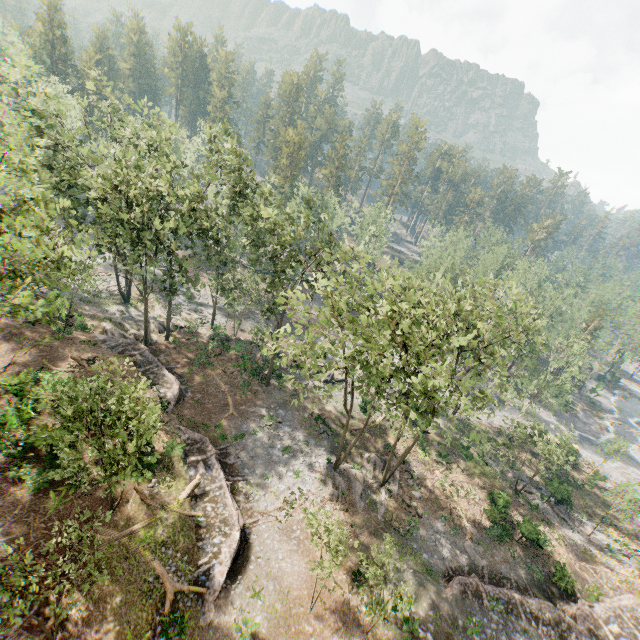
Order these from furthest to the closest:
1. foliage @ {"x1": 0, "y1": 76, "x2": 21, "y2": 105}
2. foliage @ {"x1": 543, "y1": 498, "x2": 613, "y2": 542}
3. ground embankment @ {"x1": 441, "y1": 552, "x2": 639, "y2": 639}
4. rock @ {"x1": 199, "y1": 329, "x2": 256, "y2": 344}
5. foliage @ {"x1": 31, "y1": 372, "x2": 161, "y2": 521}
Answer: rock @ {"x1": 199, "y1": 329, "x2": 256, "y2": 344} → foliage @ {"x1": 543, "y1": 498, "x2": 613, "y2": 542} → foliage @ {"x1": 0, "y1": 76, "x2": 21, "y2": 105} → ground embankment @ {"x1": 441, "y1": 552, "x2": 639, "y2": 639} → foliage @ {"x1": 31, "y1": 372, "x2": 161, "y2": 521}

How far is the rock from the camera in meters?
38.6 m

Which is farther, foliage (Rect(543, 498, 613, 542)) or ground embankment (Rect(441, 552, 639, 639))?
foliage (Rect(543, 498, 613, 542))

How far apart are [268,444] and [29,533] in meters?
16.3 m

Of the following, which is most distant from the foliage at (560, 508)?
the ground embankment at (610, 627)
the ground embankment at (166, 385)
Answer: the ground embankment at (610, 627)

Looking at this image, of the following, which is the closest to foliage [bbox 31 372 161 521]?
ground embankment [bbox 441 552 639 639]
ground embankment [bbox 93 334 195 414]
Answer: ground embankment [bbox 93 334 195 414]

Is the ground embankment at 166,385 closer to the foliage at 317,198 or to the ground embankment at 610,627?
the foliage at 317,198

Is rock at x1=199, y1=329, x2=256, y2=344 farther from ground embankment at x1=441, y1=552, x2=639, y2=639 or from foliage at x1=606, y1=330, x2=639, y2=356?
ground embankment at x1=441, y1=552, x2=639, y2=639
